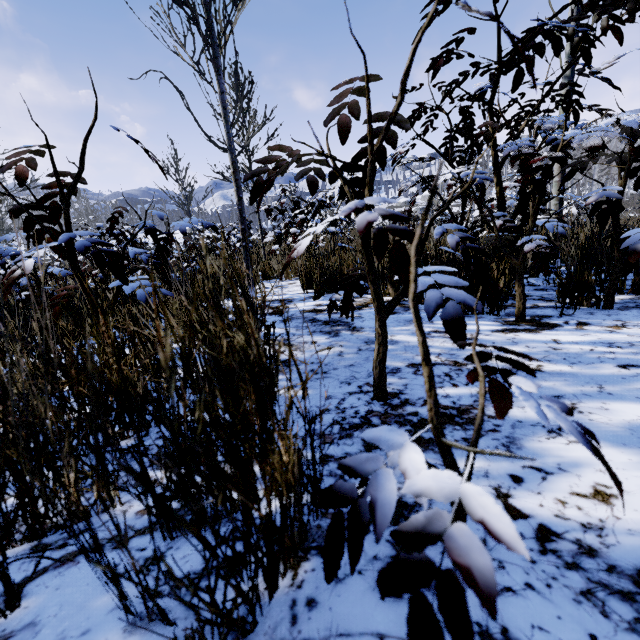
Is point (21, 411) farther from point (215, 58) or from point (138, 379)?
point (215, 58)

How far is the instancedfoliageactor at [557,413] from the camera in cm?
36

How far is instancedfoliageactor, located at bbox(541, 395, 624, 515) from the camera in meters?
0.4 m
